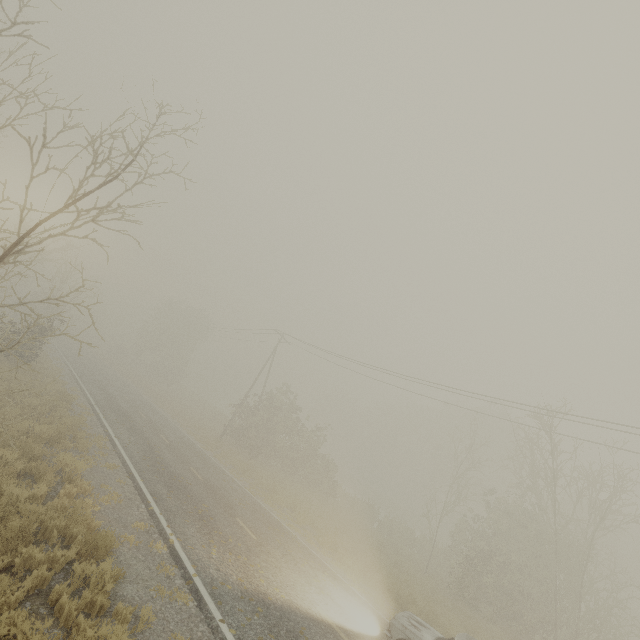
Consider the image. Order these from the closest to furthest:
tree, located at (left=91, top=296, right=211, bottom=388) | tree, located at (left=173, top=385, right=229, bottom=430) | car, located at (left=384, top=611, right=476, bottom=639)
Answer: car, located at (left=384, top=611, right=476, bottom=639) → tree, located at (left=173, top=385, right=229, bottom=430) → tree, located at (left=91, top=296, right=211, bottom=388)

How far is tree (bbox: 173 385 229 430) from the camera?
39.5m

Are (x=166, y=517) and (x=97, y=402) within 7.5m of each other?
no

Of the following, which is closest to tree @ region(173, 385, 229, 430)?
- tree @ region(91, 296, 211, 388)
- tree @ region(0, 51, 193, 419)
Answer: tree @ region(91, 296, 211, 388)

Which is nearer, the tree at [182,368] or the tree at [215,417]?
the tree at [215,417]

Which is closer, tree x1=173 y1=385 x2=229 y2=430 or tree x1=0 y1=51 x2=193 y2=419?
tree x1=0 y1=51 x2=193 y2=419

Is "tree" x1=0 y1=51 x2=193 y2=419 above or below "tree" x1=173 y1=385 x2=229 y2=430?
above

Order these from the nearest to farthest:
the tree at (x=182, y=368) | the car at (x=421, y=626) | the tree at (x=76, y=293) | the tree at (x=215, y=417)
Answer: the tree at (x=76, y=293)
the car at (x=421, y=626)
the tree at (x=215, y=417)
the tree at (x=182, y=368)
